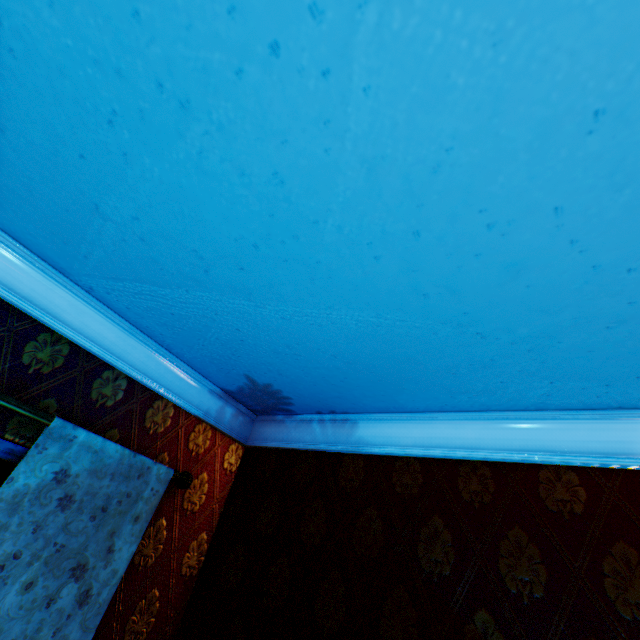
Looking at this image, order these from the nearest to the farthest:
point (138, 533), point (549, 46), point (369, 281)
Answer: point (549, 46)
point (369, 281)
point (138, 533)
